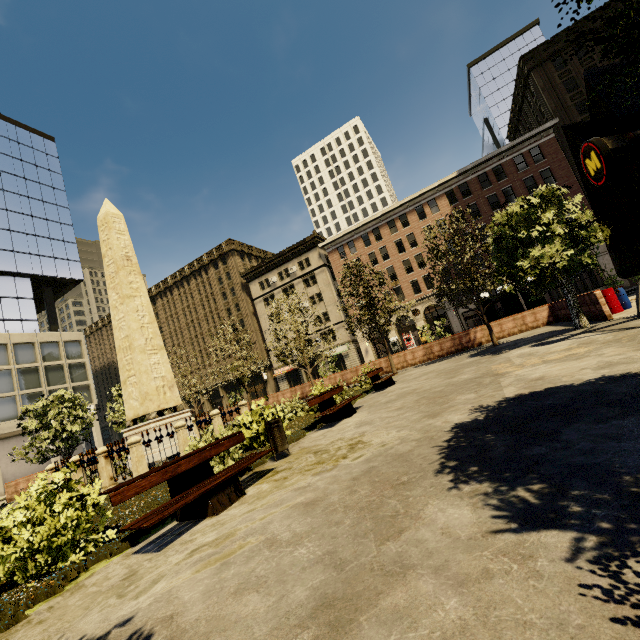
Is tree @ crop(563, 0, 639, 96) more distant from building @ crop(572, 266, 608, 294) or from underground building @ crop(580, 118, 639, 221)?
building @ crop(572, 266, 608, 294)

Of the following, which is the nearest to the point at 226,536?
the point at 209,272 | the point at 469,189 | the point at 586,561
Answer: the point at 586,561

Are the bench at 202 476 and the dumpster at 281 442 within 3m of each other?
yes

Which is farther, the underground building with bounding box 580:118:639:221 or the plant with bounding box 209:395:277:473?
the underground building with bounding box 580:118:639:221

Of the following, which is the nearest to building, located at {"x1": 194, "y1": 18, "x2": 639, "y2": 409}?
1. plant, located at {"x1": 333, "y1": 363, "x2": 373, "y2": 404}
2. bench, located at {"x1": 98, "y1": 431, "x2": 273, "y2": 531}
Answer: plant, located at {"x1": 333, "y1": 363, "x2": 373, "y2": 404}

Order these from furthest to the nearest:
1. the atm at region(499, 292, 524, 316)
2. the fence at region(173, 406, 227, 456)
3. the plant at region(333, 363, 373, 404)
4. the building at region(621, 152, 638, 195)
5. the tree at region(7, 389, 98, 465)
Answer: the building at region(621, 152, 638, 195), the atm at region(499, 292, 524, 316), the tree at region(7, 389, 98, 465), the plant at region(333, 363, 373, 404), the fence at region(173, 406, 227, 456)

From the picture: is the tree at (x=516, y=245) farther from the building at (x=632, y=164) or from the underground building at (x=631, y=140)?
the building at (x=632, y=164)

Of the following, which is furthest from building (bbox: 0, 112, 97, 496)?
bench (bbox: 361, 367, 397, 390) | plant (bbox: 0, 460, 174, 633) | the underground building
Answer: plant (bbox: 0, 460, 174, 633)
